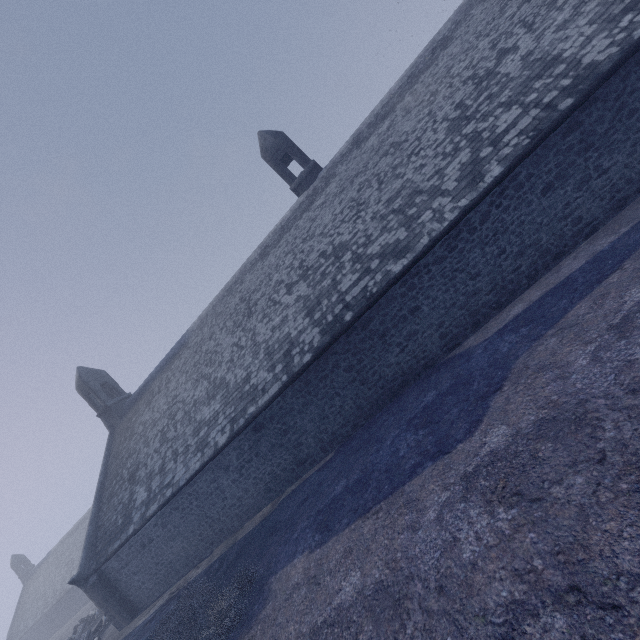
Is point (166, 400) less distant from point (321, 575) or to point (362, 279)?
point (362, 279)
